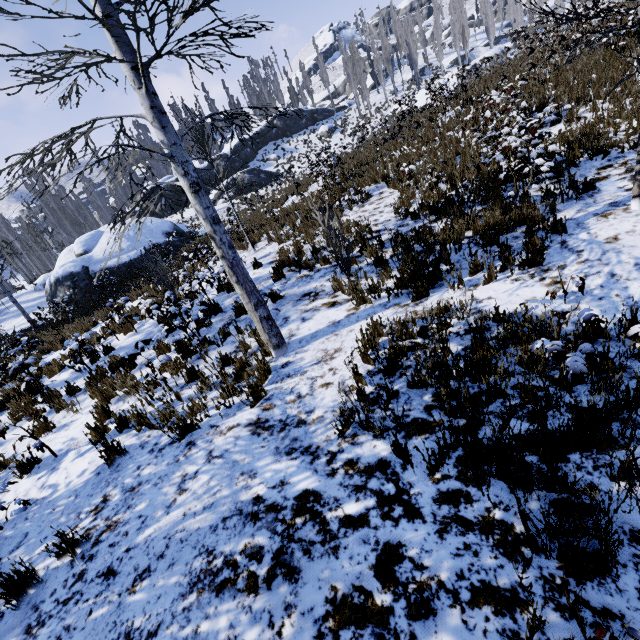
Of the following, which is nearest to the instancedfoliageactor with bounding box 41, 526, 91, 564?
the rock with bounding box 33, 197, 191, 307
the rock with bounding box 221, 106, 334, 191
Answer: the rock with bounding box 221, 106, 334, 191

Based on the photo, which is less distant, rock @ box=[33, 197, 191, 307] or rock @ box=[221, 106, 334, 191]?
rock @ box=[33, 197, 191, 307]

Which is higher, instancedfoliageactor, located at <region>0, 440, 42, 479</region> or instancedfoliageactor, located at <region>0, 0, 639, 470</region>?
instancedfoliageactor, located at <region>0, 0, 639, 470</region>

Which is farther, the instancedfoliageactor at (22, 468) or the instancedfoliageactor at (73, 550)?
the instancedfoliageactor at (22, 468)

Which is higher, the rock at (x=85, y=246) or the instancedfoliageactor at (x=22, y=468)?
the rock at (x=85, y=246)

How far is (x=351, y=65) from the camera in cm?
4578

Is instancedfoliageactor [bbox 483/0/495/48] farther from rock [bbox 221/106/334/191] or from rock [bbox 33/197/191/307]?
rock [bbox 33/197/191/307]

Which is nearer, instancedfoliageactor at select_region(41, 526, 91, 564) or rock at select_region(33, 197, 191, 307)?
instancedfoliageactor at select_region(41, 526, 91, 564)
